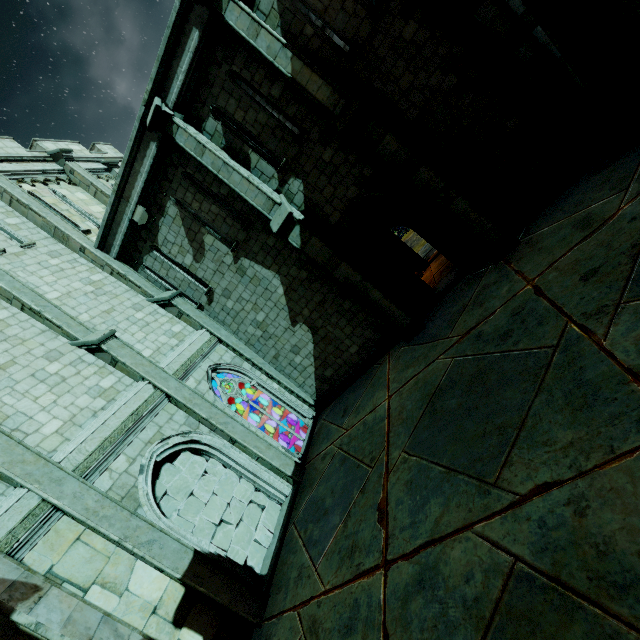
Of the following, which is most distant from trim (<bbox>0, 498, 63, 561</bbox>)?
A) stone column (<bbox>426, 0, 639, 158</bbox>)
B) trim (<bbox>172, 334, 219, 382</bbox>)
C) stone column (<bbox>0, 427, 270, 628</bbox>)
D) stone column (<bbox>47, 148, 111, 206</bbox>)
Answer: stone column (<bbox>426, 0, 639, 158</bbox>)

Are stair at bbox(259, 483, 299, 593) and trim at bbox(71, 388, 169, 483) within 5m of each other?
yes

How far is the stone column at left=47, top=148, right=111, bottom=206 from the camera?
14.0m

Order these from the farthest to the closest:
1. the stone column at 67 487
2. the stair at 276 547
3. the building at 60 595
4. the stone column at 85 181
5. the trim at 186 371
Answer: the stone column at 85 181, the trim at 186 371, the stair at 276 547, the stone column at 67 487, the building at 60 595

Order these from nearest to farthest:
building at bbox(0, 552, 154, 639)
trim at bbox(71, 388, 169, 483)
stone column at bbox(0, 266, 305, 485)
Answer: building at bbox(0, 552, 154, 639) → trim at bbox(71, 388, 169, 483) → stone column at bbox(0, 266, 305, 485)

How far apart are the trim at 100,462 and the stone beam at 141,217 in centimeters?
568cm

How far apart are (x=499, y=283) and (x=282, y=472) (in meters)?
7.91

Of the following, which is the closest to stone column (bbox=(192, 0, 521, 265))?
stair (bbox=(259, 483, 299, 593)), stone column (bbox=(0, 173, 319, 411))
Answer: stone column (bbox=(0, 173, 319, 411))
